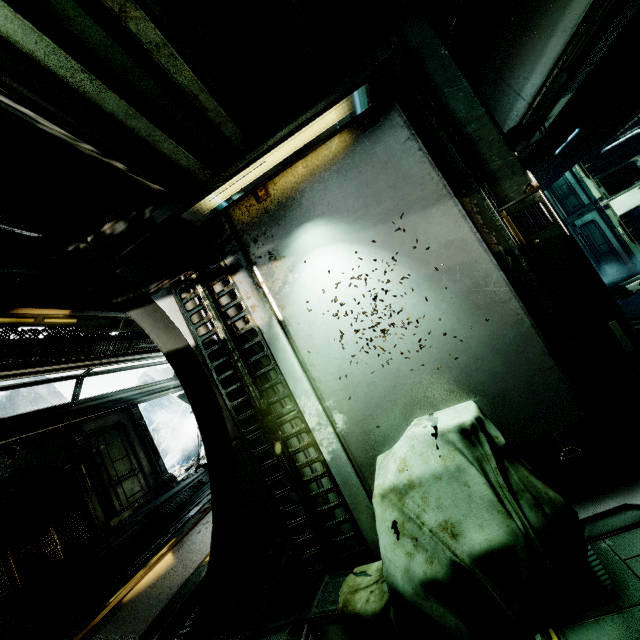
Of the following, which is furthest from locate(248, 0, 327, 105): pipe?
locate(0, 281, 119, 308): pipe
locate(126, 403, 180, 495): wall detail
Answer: locate(126, 403, 180, 495): wall detail

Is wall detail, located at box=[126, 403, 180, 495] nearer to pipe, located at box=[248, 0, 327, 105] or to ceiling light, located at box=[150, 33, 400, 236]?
pipe, located at box=[248, 0, 327, 105]

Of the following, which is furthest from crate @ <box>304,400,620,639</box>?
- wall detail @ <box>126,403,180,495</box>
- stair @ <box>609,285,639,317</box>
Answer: stair @ <box>609,285,639,317</box>

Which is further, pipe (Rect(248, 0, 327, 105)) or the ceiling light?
the ceiling light

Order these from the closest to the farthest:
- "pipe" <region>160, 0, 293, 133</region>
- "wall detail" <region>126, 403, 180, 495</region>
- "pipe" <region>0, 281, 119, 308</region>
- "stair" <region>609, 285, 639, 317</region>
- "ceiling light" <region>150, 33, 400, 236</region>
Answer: "pipe" <region>160, 0, 293, 133</region>
"ceiling light" <region>150, 33, 400, 236</region>
"pipe" <region>0, 281, 119, 308</region>
"wall detail" <region>126, 403, 180, 495</region>
"stair" <region>609, 285, 639, 317</region>

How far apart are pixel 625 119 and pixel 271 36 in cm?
1192

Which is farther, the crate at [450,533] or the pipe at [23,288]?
the pipe at [23,288]

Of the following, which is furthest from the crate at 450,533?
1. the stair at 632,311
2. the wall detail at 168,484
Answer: the stair at 632,311
